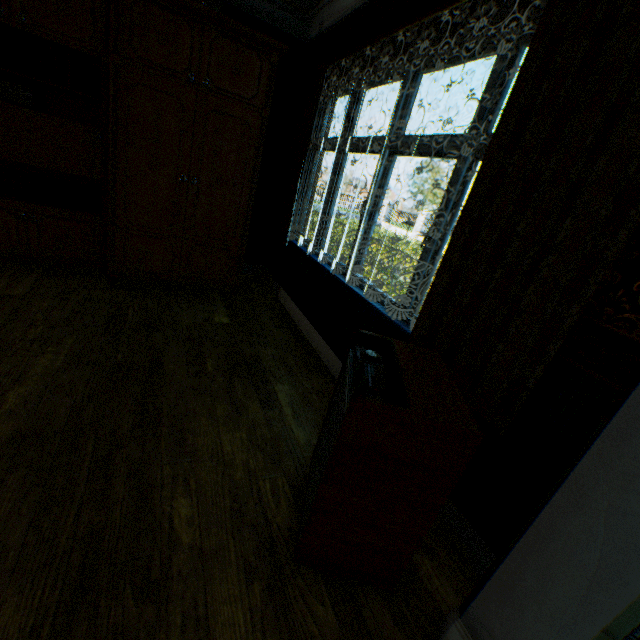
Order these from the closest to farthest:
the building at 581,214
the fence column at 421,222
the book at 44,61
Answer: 1. the building at 581,214
2. the book at 44,61
3. the fence column at 421,222

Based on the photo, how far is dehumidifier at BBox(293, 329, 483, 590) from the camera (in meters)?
1.08

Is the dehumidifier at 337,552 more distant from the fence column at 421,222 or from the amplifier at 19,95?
the fence column at 421,222

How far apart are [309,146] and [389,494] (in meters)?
3.97

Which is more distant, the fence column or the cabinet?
the fence column

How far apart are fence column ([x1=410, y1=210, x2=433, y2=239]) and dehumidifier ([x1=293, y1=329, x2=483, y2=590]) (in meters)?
25.06

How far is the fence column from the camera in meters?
24.4

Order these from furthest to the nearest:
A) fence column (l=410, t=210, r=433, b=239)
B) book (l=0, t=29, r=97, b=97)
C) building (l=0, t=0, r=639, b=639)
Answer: fence column (l=410, t=210, r=433, b=239), book (l=0, t=29, r=97, b=97), building (l=0, t=0, r=639, b=639)
